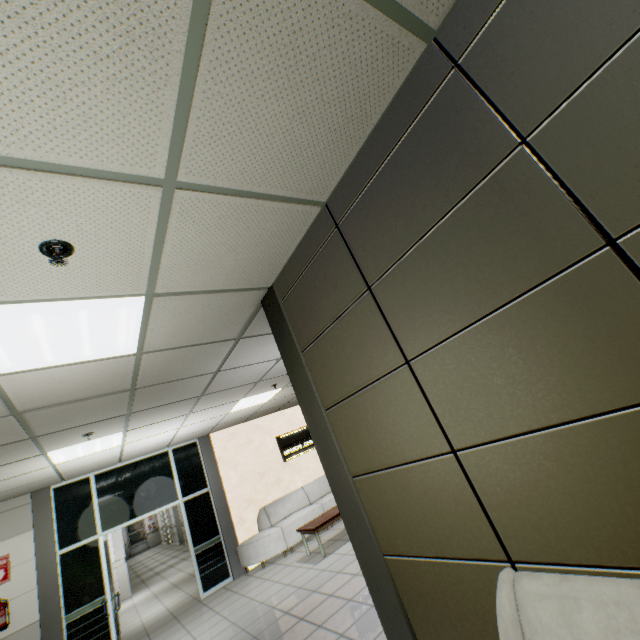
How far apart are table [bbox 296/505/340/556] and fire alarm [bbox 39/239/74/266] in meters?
6.6

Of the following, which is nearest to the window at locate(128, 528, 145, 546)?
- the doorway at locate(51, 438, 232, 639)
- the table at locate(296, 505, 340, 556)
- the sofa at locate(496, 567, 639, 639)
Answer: the doorway at locate(51, 438, 232, 639)

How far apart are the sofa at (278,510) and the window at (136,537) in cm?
2413

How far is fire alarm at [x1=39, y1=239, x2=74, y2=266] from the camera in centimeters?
161cm

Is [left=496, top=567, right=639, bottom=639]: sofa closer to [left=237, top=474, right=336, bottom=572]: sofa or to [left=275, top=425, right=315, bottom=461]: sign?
[left=237, top=474, right=336, bottom=572]: sofa

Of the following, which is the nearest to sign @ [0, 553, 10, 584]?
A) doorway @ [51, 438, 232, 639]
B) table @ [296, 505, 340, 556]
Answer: doorway @ [51, 438, 232, 639]

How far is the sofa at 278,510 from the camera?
7.3m

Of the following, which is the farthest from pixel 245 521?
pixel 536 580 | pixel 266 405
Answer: pixel 536 580
